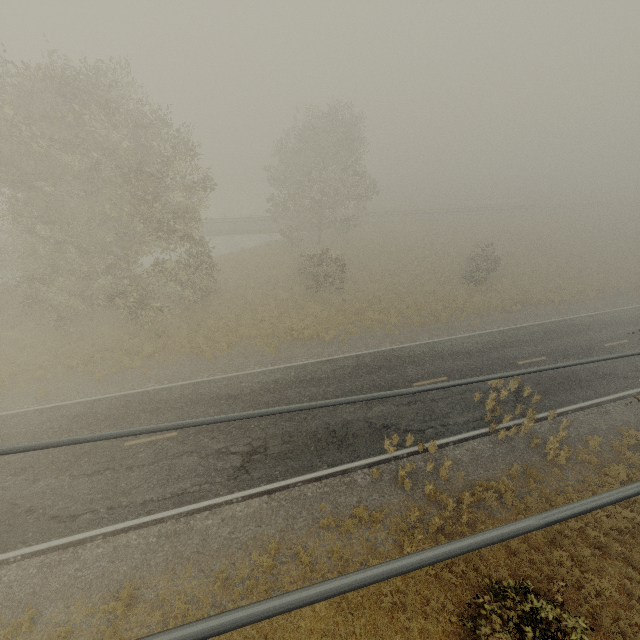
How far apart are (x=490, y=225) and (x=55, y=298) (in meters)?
50.05
